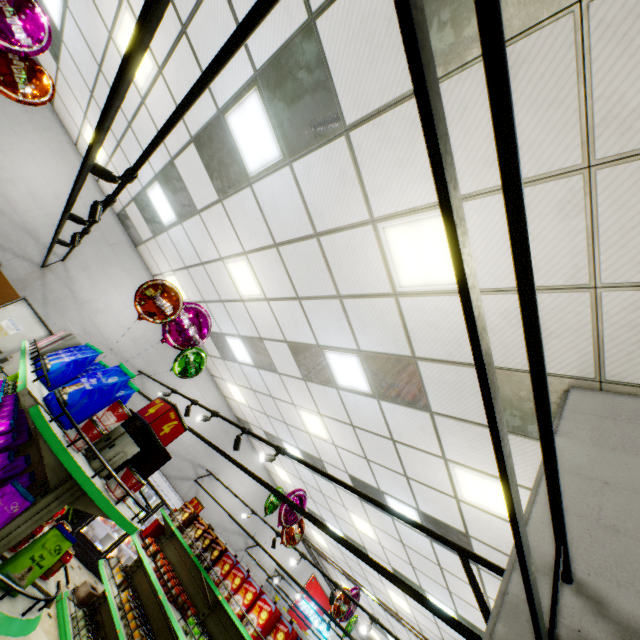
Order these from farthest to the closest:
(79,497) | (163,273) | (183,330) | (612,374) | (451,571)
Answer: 1. (163,273)
2. (451,571)
3. (183,330)
4. (612,374)
5. (79,497)

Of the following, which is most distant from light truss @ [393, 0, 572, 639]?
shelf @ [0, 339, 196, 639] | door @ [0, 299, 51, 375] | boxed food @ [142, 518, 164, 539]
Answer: boxed food @ [142, 518, 164, 539]

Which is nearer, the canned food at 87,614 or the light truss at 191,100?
the light truss at 191,100

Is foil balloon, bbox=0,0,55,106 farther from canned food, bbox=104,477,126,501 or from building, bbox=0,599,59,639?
canned food, bbox=104,477,126,501

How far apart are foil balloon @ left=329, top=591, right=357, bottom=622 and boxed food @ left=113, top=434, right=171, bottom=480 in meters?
6.1 m

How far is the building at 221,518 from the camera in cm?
991

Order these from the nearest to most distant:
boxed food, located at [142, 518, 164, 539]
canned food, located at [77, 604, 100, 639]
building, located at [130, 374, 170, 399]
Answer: canned food, located at [77, 604, 100, 639]
boxed food, located at [142, 518, 164, 539]
building, located at [130, 374, 170, 399]

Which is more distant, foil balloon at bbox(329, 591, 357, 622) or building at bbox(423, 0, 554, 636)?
foil balloon at bbox(329, 591, 357, 622)
